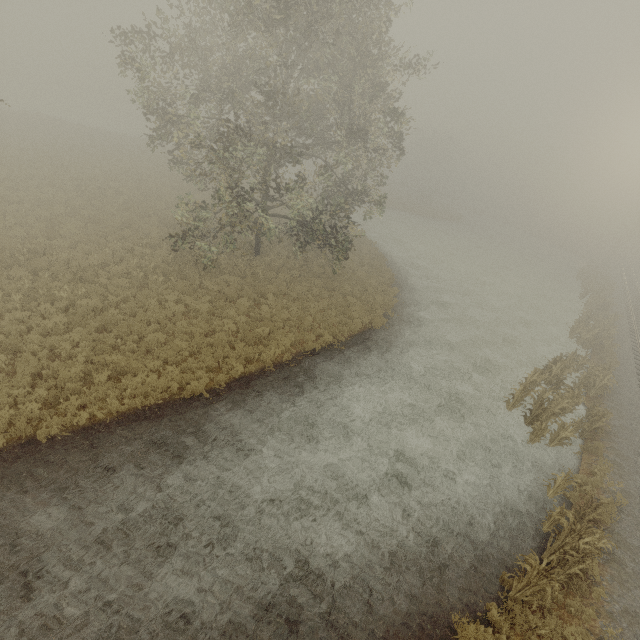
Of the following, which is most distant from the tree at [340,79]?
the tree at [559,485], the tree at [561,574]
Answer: the tree at [561,574]

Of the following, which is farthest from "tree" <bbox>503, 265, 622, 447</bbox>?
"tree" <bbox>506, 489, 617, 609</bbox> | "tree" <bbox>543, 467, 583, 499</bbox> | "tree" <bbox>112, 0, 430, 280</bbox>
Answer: "tree" <bbox>112, 0, 430, 280</bbox>

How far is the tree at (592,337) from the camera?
13.70m

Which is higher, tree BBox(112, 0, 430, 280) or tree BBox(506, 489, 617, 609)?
tree BBox(112, 0, 430, 280)

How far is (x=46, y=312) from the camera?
12.2m

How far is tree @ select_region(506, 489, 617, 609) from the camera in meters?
7.8

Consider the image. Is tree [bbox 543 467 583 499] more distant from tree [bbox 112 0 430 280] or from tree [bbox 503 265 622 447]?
tree [bbox 112 0 430 280]
